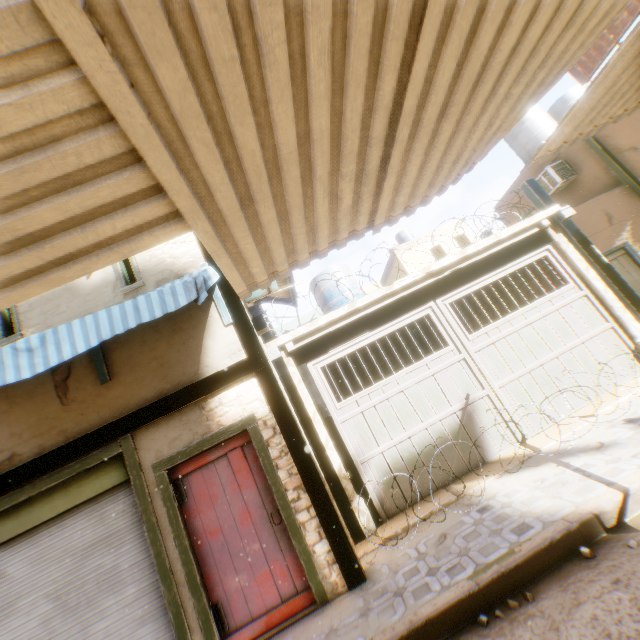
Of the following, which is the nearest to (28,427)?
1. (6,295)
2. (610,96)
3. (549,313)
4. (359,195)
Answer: (6,295)

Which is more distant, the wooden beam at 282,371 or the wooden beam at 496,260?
the wooden beam at 496,260

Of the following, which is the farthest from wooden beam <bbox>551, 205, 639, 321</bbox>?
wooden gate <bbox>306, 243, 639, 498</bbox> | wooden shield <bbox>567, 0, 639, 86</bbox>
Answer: wooden shield <bbox>567, 0, 639, 86</bbox>

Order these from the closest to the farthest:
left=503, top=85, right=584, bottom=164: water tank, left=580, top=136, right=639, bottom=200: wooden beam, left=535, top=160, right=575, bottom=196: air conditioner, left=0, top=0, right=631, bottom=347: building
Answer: left=0, top=0, right=631, bottom=347: building
left=580, top=136, right=639, bottom=200: wooden beam
left=535, top=160, right=575, bottom=196: air conditioner
left=503, top=85, right=584, bottom=164: water tank

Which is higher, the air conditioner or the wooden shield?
the wooden shield

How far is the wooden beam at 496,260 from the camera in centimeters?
597cm

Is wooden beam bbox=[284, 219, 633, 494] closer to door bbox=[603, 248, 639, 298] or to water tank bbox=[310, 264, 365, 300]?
door bbox=[603, 248, 639, 298]
